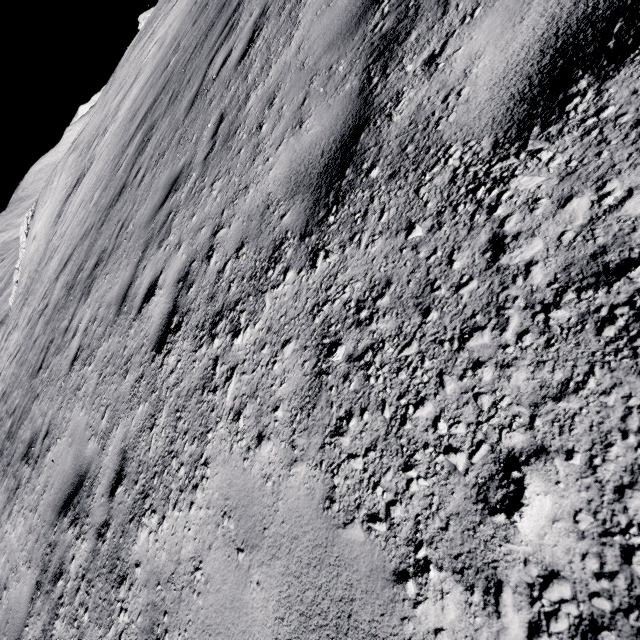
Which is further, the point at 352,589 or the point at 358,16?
the point at 358,16
